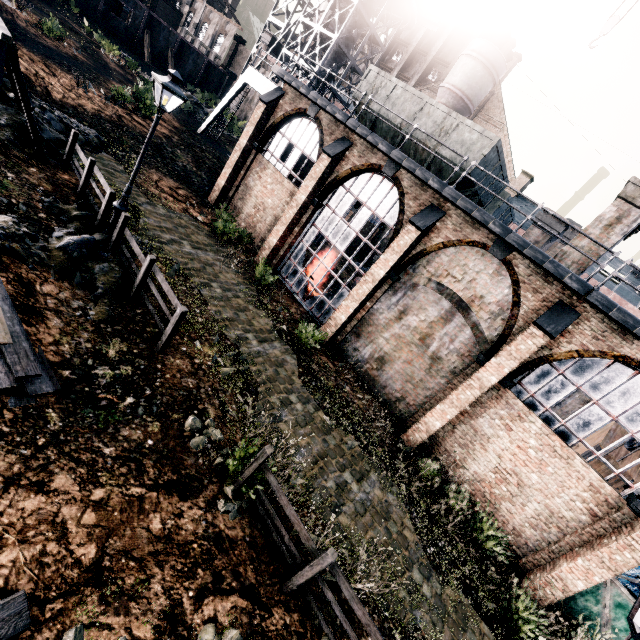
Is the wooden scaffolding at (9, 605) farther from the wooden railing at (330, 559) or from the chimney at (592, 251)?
the chimney at (592, 251)

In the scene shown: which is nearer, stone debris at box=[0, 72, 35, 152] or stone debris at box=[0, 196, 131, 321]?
stone debris at box=[0, 196, 131, 321]

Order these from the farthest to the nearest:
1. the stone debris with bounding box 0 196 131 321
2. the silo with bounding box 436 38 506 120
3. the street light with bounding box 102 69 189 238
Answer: the silo with bounding box 436 38 506 120, the street light with bounding box 102 69 189 238, the stone debris with bounding box 0 196 131 321

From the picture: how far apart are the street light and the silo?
37.4 meters

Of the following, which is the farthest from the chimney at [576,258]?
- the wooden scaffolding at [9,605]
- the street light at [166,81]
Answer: the wooden scaffolding at [9,605]

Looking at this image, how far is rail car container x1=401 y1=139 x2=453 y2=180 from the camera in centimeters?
1450cm

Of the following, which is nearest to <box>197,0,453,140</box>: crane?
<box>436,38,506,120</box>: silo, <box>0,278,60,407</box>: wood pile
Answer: <box>436,38,506,120</box>: silo

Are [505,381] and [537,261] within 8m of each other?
yes
